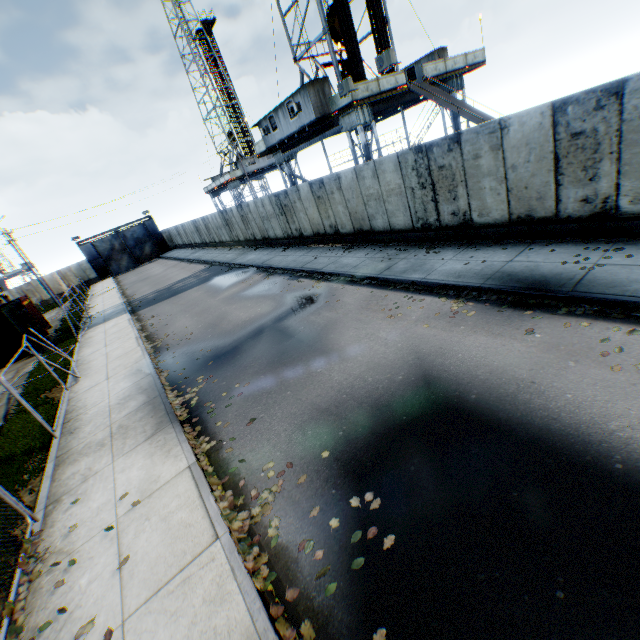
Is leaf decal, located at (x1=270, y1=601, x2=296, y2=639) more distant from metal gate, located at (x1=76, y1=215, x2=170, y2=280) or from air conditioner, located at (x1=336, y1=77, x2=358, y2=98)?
metal gate, located at (x1=76, y1=215, x2=170, y2=280)

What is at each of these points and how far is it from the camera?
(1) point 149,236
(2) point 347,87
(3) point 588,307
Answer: (1) metal gate, 51.2m
(2) air conditioner, 15.5m
(3) leaf decal, 6.4m

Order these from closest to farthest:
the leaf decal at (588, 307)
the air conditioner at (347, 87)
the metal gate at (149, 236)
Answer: the leaf decal at (588, 307), the air conditioner at (347, 87), the metal gate at (149, 236)

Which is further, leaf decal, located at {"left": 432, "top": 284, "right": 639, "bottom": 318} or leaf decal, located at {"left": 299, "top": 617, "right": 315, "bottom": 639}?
leaf decal, located at {"left": 432, "top": 284, "right": 639, "bottom": 318}

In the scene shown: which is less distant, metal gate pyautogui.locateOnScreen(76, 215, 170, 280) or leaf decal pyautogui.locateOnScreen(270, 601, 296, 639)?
leaf decal pyautogui.locateOnScreen(270, 601, 296, 639)

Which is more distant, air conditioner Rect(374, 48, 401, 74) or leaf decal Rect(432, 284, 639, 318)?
air conditioner Rect(374, 48, 401, 74)

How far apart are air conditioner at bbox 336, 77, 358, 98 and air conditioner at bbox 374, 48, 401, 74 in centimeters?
180cm

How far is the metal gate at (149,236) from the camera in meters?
47.6 m
